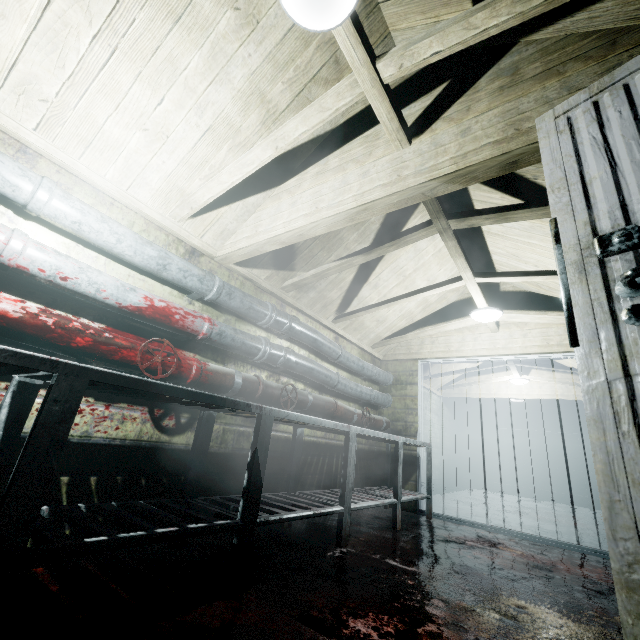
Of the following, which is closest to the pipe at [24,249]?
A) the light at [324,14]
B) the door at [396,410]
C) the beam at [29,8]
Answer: the door at [396,410]

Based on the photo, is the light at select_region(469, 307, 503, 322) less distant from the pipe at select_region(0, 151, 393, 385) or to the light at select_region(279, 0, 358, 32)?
the pipe at select_region(0, 151, 393, 385)

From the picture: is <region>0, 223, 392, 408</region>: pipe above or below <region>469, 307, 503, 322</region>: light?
below

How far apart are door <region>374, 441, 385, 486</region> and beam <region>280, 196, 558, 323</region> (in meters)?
1.32

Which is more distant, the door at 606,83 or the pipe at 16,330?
the pipe at 16,330

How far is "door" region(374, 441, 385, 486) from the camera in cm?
442

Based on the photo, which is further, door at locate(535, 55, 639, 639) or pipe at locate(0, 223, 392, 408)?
pipe at locate(0, 223, 392, 408)

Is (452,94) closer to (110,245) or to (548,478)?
(110,245)
